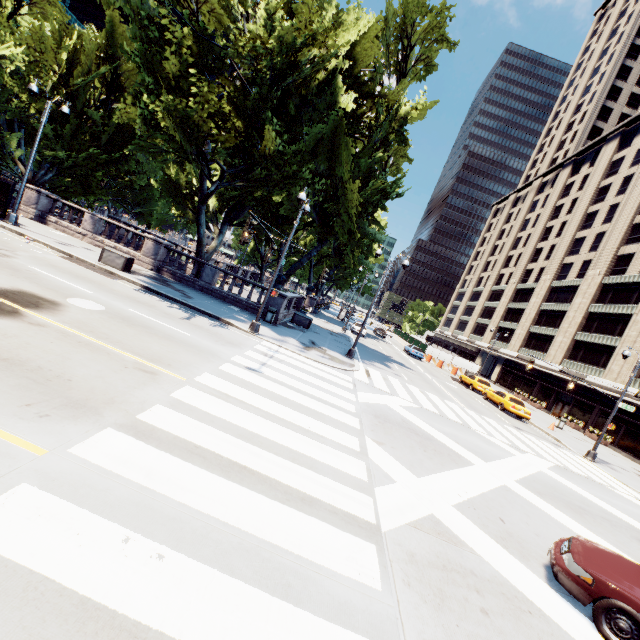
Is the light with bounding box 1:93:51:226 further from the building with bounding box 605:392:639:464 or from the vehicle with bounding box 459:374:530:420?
the building with bounding box 605:392:639:464

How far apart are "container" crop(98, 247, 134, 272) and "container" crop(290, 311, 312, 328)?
11.4m

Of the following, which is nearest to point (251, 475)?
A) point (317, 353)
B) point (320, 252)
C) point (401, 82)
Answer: point (317, 353)

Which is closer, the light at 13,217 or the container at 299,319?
the light at 13,217

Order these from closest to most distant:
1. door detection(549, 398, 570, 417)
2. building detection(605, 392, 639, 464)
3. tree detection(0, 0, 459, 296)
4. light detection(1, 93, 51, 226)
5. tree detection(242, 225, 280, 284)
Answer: tree detection(0, 0, 459, 296), light detection(1, 93, 51, 226), tree detection(242, 225, 280, 284), building detection(605, 392, 639, 464), door detection(549, 398, 570, 417)

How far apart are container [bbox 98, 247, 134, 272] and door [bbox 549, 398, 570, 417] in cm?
4623

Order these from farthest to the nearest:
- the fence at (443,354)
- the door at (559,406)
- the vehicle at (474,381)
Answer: the fence at (443,354), the door at (559,406), the vehicle at (474,381)

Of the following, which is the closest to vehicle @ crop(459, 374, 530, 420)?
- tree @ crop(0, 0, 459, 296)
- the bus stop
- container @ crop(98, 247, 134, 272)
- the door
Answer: the door
